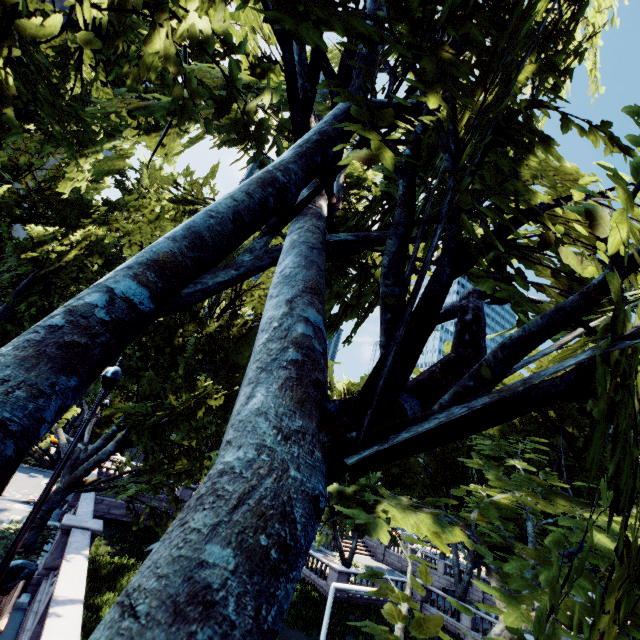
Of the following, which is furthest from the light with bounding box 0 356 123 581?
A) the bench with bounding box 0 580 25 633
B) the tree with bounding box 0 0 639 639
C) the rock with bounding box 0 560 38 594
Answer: the rock with bounding box 0 560 38 594

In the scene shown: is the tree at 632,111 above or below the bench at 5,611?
above

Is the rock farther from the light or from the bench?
the light

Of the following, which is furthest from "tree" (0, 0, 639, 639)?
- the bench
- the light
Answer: the bench

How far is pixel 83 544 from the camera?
10.8m

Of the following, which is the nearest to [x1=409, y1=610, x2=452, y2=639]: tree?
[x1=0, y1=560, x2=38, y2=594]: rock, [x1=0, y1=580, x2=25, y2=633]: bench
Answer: [x1=0, y1=560, x2=38, y2=594]: rock

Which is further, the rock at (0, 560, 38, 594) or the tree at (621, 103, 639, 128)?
the rock at (0, 560, 38, 594)

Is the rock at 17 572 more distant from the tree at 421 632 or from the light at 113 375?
the light at 113 375
